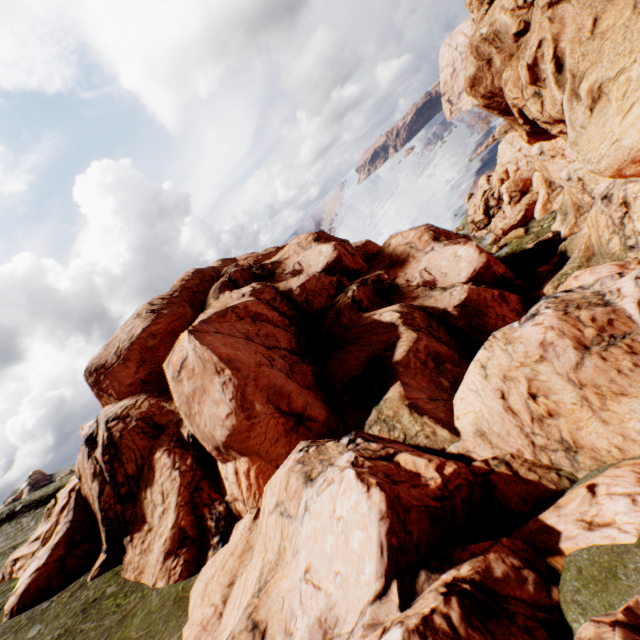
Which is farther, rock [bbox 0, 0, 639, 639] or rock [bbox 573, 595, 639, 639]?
rock [bbox 0, 0, 639, 639]

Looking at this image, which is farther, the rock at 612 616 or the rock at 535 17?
the rock at 535 17

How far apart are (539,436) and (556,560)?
5.0 meters
